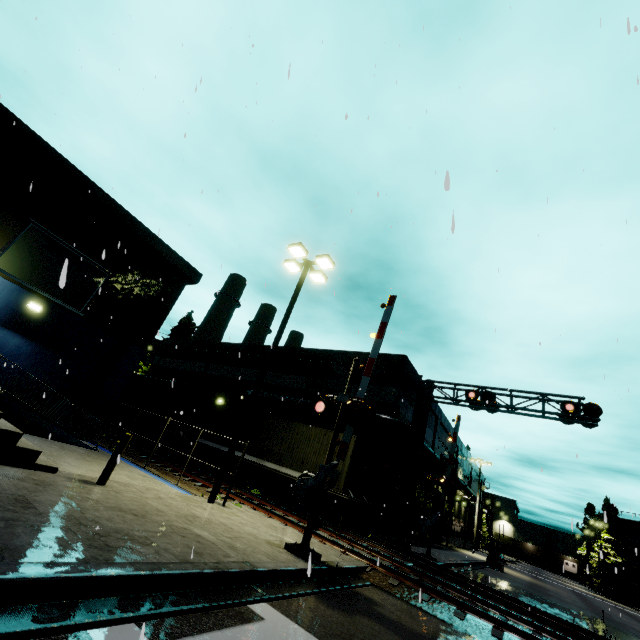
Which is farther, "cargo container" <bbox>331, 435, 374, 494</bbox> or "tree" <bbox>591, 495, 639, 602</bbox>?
"tree" <bbox>591, 495, 639, 602</bbox>

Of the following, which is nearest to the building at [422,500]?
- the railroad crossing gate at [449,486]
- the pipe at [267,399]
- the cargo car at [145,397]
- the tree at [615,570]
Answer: the pipe at [267,399]

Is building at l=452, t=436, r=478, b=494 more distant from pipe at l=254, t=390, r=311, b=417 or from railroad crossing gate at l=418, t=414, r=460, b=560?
railroad crossing gate at l=418, t=414, r=460, b=560

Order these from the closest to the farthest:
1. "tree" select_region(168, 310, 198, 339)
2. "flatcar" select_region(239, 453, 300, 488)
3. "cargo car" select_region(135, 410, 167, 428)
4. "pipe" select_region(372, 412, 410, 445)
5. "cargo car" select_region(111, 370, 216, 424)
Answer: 1. "flatcar" select_region(239, 453, 300, 488)
2. "pipe" select_region(372, 412, 410, 445)
3. "cargo car" select_region(135, 410, 167, 428)
4. "cargo car" select_region(111, 370, 216, 424)
5. "tree" select_region(168, 310, 198, 339)

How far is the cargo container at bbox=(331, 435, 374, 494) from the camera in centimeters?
1507cm

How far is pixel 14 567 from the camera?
3.1m

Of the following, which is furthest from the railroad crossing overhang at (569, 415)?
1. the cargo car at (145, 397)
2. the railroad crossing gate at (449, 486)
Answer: the cargo car at (145, 397)

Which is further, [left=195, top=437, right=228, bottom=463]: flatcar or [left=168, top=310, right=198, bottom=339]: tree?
[left=168, top=310, right=198, bottom=339]: tree
